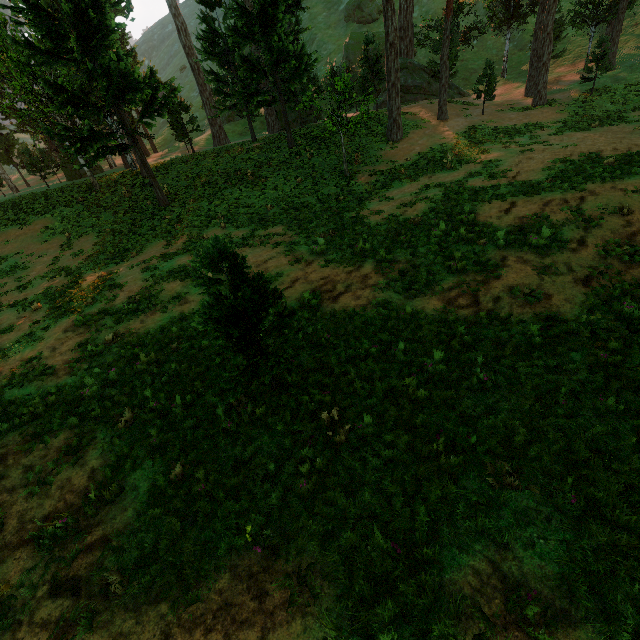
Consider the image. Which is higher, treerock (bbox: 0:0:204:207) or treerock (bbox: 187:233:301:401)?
treerock (bbox: 0:0:204:207)

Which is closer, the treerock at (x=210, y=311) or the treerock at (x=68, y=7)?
the treerock at (x=210, y=311)

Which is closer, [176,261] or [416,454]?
[416,454]

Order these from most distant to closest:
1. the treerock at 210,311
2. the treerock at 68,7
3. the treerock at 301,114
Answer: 1. the treerock at 301,114
2. the treerock at 68,7
3. the treerock at 210,311

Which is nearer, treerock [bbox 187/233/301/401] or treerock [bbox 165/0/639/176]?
treerock [bbox 187/233/301/401]

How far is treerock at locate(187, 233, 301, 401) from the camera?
5.30m

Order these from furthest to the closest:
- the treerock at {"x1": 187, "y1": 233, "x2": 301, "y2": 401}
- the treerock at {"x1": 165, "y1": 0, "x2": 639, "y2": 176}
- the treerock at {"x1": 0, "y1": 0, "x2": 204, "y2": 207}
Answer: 1. the treerock at {"x1": 165, "y1": 0, "x2": 639, "y2": 176}
2. the treerock at {"x1": 0, "y1": 0, "x2": 204, "y2": 207}
3. the treerock at {"x1": 187, "y1": 233, "x2": 301, "y2": 401}
